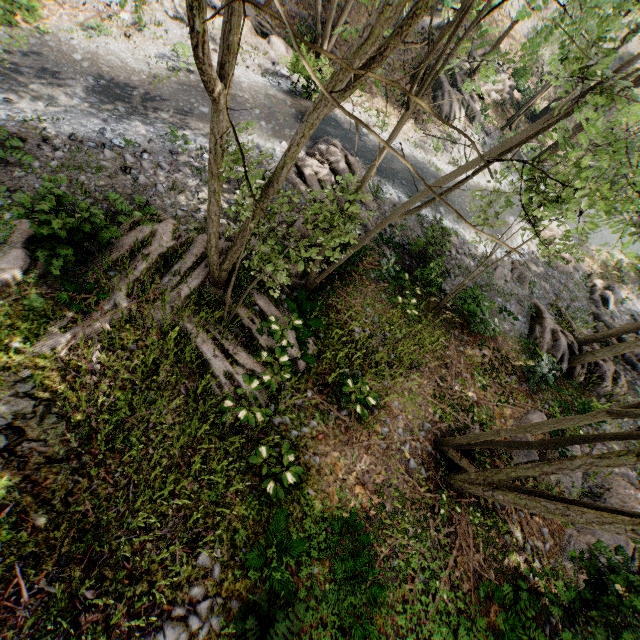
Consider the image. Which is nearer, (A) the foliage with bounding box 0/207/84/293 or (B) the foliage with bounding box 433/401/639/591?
(B) the foliage with bounding box 433/401/639/591

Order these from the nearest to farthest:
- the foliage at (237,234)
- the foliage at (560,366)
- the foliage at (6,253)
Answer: the foliage at (237,234) < the foliage at (6,253) < the foliage at (560,366)

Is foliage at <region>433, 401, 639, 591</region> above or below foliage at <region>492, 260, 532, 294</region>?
above

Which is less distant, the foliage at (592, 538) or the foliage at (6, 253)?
the foliage at (592, 538)

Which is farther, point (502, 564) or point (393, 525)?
point (502, 564)

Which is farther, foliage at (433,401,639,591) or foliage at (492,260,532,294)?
foliage at (492,260,532,294)

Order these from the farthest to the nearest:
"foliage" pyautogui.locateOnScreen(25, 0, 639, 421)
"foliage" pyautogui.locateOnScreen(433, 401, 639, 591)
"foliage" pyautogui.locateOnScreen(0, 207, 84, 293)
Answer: "foliage" pyautogui.locateOnScreen(0, 207, 84, 293) → "foliage" pyautogui.locateOnScreen(433, 401, 639, 591) → "foliage" pyautogui.locateOnScreen(25, 0, 639, 421)
